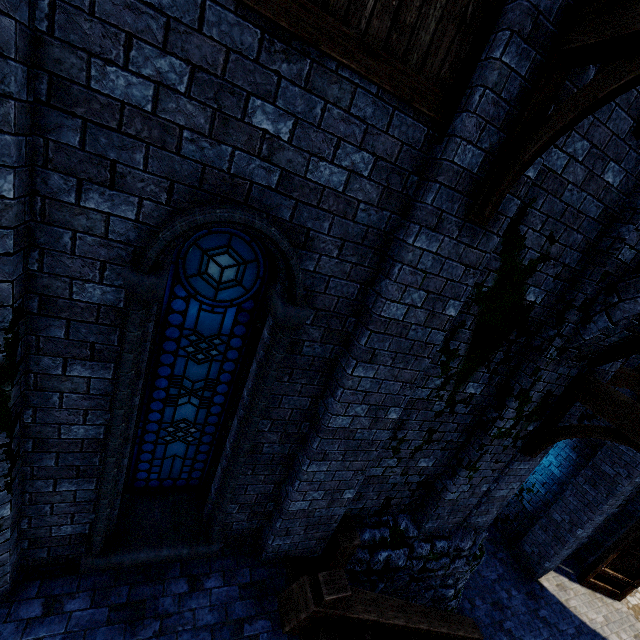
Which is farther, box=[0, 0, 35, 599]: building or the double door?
the double door

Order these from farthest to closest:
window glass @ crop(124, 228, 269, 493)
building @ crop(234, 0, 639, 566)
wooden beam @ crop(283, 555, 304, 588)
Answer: wooden beam @ crop(283, 555, 304, 588) < window glass @ crop(124, 228, 269, 493) < building @ crop(234, 0, 639, 566)

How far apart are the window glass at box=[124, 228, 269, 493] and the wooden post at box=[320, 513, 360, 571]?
2.1m

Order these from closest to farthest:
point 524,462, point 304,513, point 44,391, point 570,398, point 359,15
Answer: point 359,15, point 44,391, point 304,513, point 570,398, point 524,462

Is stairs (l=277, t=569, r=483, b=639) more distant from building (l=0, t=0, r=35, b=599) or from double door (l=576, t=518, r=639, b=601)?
double door (l=576, t=518, r=639, b=601)

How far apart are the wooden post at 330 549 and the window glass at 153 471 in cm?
209

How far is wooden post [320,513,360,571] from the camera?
4.84m

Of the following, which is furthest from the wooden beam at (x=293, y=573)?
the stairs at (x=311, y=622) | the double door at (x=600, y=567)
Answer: the double door at (x=600, y=567)
